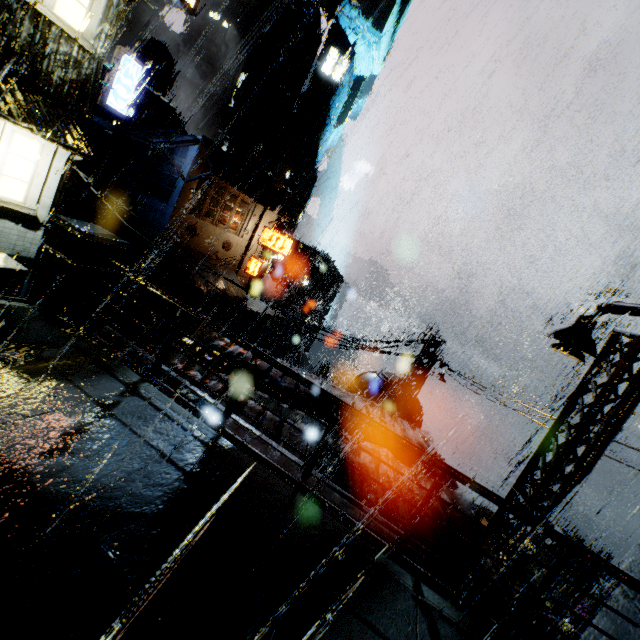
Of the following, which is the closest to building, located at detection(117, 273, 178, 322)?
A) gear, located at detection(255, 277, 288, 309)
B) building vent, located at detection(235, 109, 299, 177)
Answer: building vent, located at detection(235, 109, 299, 177)

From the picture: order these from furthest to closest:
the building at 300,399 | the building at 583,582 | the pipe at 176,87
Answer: the pipe at 176,87 < the building at 583,582 < the building at 300,399

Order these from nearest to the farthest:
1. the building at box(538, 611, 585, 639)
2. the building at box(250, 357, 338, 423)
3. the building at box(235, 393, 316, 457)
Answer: the building at box(235, 393, 316, 457) < the building at box(250, 357, 338, 423) < the building at box(538, 611, 585, 639)

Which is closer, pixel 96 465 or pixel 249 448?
pixel 96 465

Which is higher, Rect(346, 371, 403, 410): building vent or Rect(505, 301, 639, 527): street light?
Rect(505, 301, 639, 527): street light

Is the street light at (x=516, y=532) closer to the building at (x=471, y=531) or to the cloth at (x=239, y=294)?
the building at (x=471, y=531)

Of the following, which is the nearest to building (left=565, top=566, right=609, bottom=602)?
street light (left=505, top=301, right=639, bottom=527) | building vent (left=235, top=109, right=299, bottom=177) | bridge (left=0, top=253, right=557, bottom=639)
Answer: bridge (left=0, top=253, right=557, bottom=639)

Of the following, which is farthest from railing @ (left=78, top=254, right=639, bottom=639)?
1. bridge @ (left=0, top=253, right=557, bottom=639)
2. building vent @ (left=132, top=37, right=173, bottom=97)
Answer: building vent @ (left=132, top=37, right=173, bottom=97)
